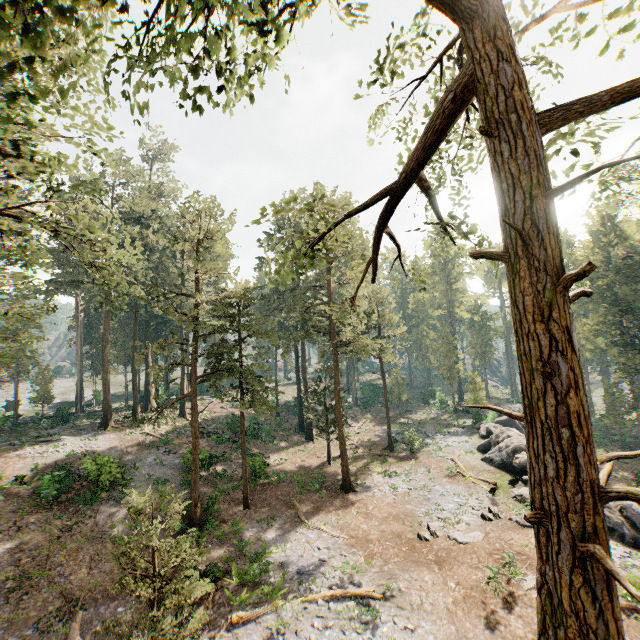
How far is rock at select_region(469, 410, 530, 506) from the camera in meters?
24.2

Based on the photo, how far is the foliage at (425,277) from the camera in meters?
7.6 m

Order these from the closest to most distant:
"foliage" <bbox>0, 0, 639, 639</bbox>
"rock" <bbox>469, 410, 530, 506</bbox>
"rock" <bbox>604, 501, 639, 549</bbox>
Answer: "foliage" <bbox>0, 0, 639, 639</bbox>
"rock" <bbox>604, 501, 639, 549</bbox>
"rock" <bbox>469, 410, 530, 506</bbox>

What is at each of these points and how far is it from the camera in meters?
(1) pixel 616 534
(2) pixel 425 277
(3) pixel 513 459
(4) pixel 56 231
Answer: (1) rock, 21.3
(2) foliage, 8.5
(3) rock, 27.9
(4) foliage, 12.0

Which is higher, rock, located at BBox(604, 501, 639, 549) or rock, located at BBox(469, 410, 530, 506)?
rock, located at BBox(469, 410, 530, 506)

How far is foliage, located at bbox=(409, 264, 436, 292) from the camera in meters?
7.6

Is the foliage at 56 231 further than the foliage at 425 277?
No

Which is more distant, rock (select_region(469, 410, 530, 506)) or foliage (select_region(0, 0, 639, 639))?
rock (select_region(469, 410, 530, 506))
